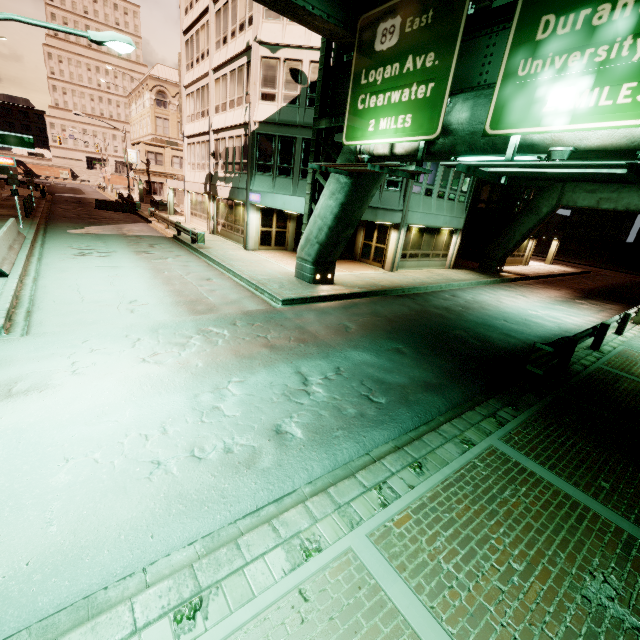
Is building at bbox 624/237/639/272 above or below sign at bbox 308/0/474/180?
below

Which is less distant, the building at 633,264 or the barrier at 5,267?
the barrier at 5,267

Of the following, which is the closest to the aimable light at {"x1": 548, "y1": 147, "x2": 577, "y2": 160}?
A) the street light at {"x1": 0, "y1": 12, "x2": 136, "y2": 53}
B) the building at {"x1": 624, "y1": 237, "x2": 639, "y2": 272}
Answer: the street light at {"x1": 0, "y1": 12, "x2": 136, "y2": 53}

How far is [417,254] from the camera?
22.0m

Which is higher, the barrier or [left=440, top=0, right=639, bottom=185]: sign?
→ [left=440, top=0, right=639, bottom=185]: sign

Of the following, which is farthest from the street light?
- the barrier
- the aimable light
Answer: the aimable light

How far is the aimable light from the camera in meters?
5.8 m

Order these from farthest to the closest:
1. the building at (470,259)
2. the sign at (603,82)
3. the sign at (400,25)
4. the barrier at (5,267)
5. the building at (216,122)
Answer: the building at (470,259)
the building at (216,122)
the barrier at (5,267)
the sign at (400,25)
the sign at (603,82)
